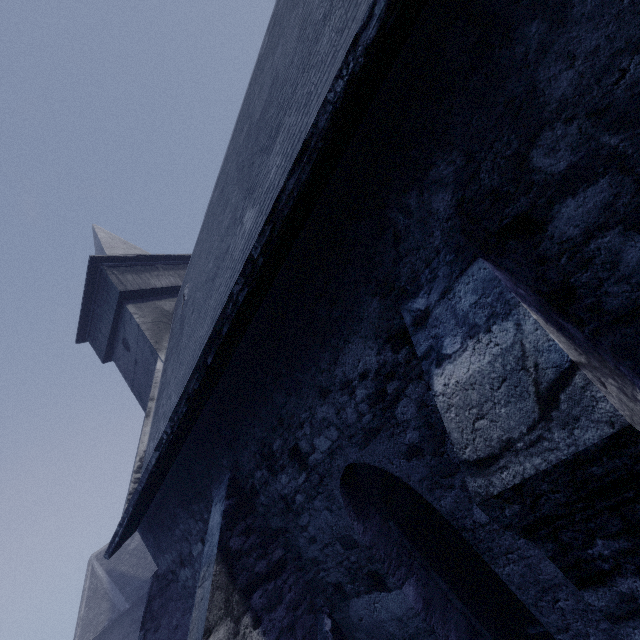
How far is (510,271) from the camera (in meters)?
2.12
